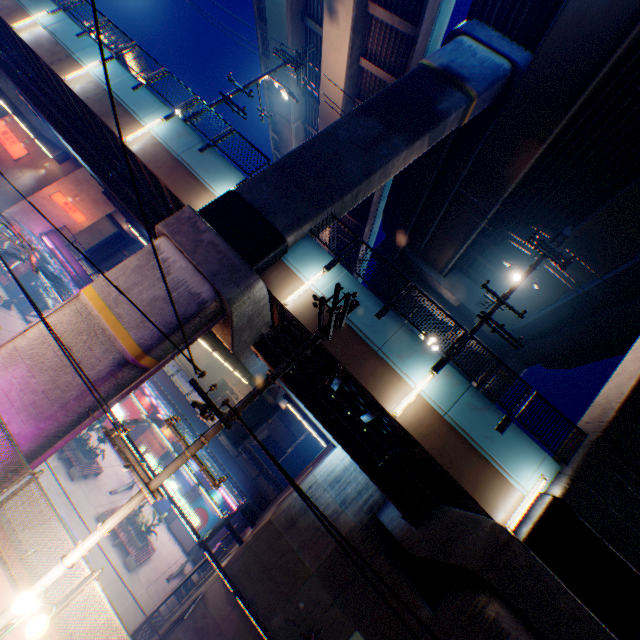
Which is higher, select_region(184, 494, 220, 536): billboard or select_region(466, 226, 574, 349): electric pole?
select_region(466, 226, 574, 349): electric pole

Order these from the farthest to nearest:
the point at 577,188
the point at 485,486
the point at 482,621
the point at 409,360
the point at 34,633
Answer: the point at 577,188 < the point at 409,360 < the point at 485,486 < the point at 482,621 < the point at 34,633

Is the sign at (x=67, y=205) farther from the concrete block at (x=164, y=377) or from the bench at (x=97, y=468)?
the bench at (x=97, y=468)

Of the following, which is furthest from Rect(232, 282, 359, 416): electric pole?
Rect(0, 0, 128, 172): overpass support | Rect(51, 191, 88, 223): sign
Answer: Rect(51, 191, 88, 223): sign

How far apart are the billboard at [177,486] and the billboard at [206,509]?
0.83m

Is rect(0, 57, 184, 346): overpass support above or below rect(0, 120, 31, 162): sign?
above

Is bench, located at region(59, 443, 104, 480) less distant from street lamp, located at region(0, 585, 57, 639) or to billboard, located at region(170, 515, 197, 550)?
billboard, located at region(170, 515, 197, 550)

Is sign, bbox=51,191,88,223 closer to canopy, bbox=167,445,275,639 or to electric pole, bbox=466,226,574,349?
canopy, bbox=167,445,275,639
